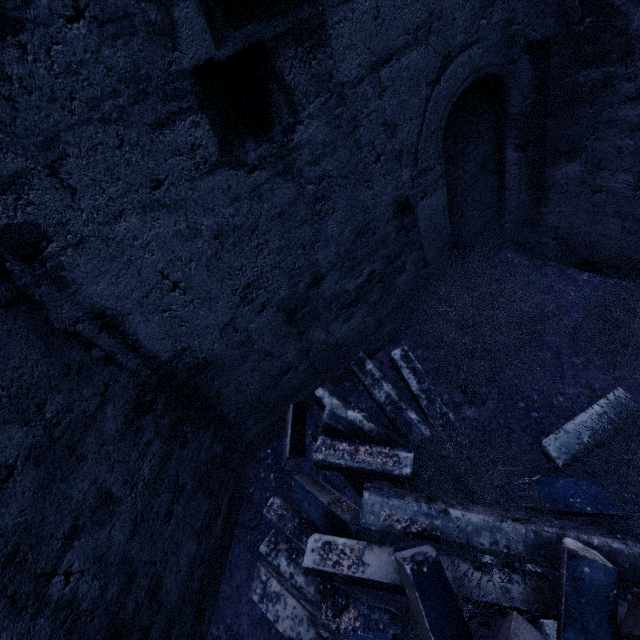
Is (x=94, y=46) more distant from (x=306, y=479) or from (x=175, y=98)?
(x=306, y=479)

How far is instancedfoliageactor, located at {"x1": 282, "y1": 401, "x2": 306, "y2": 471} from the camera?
2.8m

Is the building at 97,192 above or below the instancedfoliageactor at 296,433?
above

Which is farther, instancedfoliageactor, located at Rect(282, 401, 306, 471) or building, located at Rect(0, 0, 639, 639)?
instancedfoliageactor, located at Rect(282, 401, 306, 471)

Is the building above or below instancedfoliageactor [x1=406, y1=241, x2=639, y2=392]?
above

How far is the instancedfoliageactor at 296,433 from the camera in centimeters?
282cm

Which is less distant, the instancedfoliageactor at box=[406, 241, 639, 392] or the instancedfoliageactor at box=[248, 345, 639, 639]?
the instancedfoliageactor at box=[248, 345, 639, 639]
